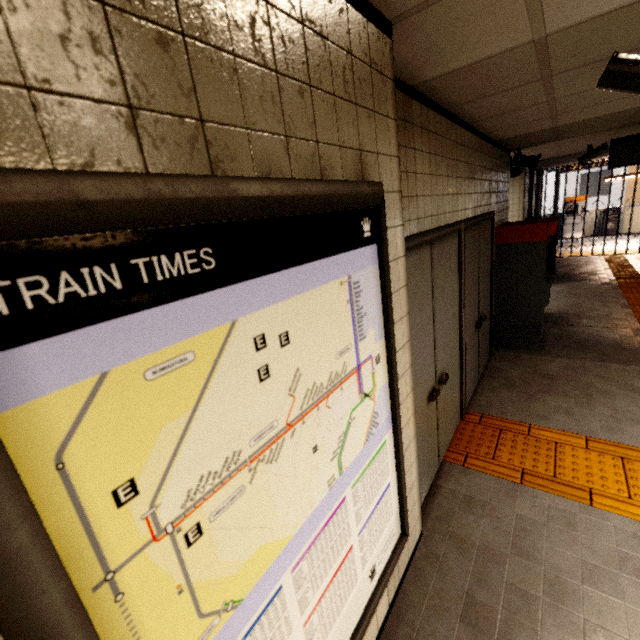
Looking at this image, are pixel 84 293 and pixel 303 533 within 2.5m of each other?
yes

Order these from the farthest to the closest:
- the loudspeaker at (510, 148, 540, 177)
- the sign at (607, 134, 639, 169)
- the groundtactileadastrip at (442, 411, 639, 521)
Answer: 1. the loudspeaker at (510, 148, 540, 177)
2. the sign at (607, 134, 639, 169)
3. the groundtactileadastrip at (442, 411, 639, 521)

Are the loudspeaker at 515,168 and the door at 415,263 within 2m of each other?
no

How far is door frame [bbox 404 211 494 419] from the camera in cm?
218

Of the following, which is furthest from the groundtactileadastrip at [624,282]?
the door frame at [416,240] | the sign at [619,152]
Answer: the sign at [619,152]

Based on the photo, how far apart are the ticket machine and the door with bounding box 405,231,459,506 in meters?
2.2

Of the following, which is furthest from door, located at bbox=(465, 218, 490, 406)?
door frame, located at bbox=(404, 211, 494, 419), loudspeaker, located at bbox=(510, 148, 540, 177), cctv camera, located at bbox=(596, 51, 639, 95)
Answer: loudspeaker, located at bbox=(510, 148, 540, 177)

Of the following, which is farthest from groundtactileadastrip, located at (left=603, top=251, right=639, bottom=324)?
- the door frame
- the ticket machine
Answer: the ticket machine
